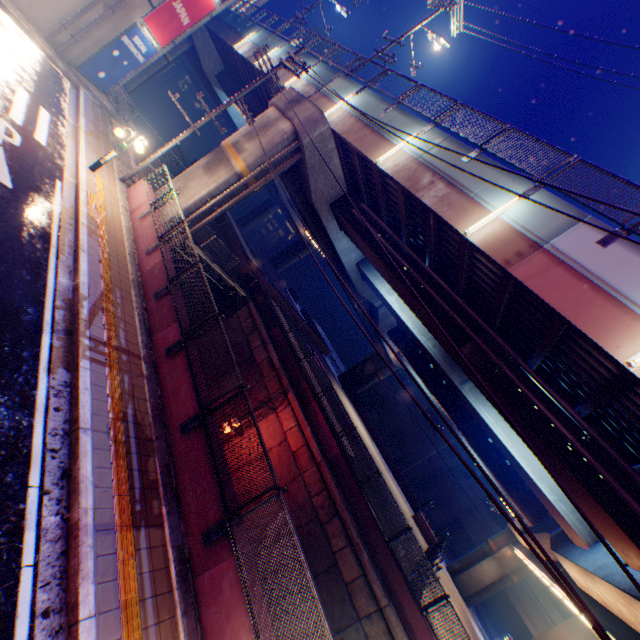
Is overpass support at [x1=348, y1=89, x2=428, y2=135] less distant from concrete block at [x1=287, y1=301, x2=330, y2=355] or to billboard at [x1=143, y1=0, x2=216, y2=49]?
concrete block at [x1=287, y1=301, x2=330, y2=355]

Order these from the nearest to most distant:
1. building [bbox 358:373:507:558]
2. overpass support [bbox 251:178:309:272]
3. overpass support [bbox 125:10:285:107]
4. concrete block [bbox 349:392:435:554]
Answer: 1. overpass support [bbox 125:10:285:107]
2. concrete block [bbox 349:392:435:554]
3. building [bbox 358:373:507:558]
4. overpass support [bbox 251:178:309:272]

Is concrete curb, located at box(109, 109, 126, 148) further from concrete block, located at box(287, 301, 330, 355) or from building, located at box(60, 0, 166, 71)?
concrete block, located at box(287, 301, 330, 355)

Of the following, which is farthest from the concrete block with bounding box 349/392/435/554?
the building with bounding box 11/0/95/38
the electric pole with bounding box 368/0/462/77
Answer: the electric pole with bounding box 368/0/462/77

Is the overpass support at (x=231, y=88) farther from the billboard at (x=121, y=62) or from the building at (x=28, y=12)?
the billboard at (x=121, y=62)

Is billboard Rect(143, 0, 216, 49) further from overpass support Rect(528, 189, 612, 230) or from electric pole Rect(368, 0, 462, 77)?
electric pole Rect(368, 0, 462, 77)

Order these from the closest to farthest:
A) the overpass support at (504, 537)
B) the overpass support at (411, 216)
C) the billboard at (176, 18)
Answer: the overpass support at (411, 216)
the billboard at (176, 18)
the overpass support at (504, 537)

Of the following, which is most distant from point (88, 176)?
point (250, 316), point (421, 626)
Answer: point (421, 626)
